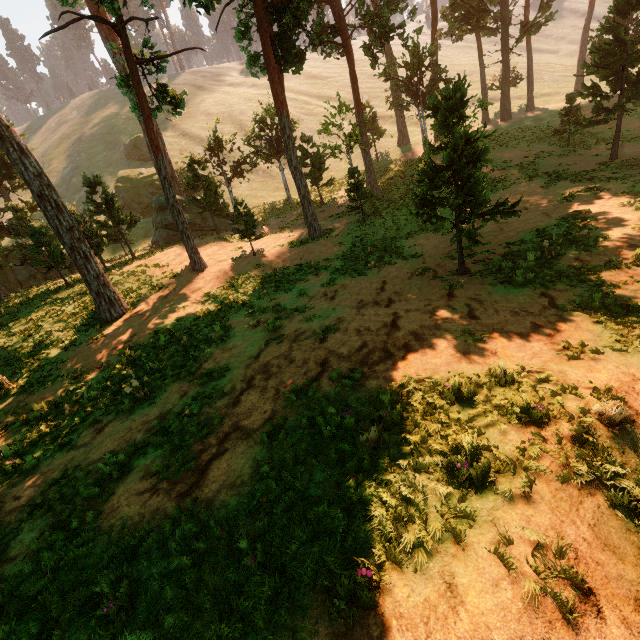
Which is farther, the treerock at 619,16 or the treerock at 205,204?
the treerock at 619,16

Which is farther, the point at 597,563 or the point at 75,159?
the point at 75,159

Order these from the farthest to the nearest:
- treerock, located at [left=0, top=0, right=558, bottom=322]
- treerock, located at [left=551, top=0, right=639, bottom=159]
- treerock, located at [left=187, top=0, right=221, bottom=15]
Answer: treerock, located at [left=551, top=0, right=639, bottom=159]
treerock, located at [left=187, top=0, right=221, bottom=15]
treerock, located at [left=0, top=0, right=558, bottom=322]

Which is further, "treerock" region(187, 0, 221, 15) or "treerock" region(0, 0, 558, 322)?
"treerock" region(187, 0, 221, 15)

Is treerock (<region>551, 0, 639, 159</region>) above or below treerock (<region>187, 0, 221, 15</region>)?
below

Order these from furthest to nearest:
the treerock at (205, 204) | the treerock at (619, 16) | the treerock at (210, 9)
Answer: the treerock at (619, 16) → the treerock at (210, 9) → the treerock at (205, 204)
